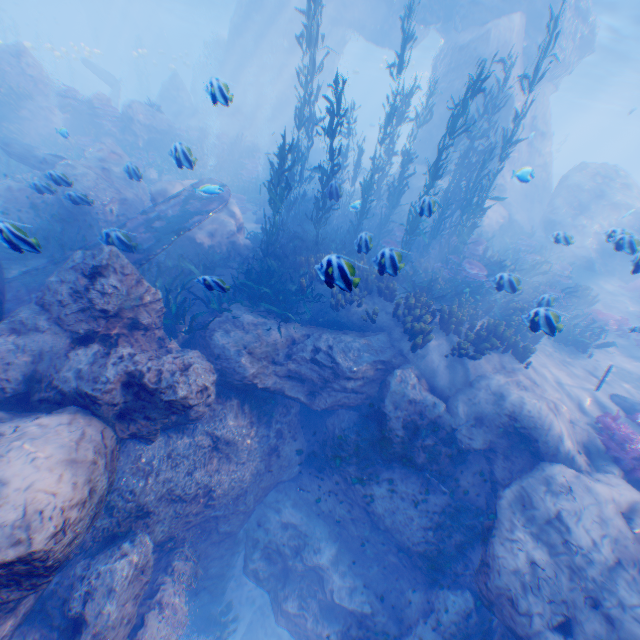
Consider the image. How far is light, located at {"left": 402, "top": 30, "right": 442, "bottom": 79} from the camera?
31.9 meters

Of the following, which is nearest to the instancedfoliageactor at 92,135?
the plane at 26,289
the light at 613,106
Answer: the plane at 26,289

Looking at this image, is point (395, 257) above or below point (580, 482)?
above

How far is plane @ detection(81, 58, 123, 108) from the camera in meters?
25.8

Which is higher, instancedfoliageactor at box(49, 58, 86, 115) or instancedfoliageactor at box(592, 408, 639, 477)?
instancedfoliageactor at box(49, 58, 86, 115)

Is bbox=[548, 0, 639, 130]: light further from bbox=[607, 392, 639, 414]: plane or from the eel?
the eel

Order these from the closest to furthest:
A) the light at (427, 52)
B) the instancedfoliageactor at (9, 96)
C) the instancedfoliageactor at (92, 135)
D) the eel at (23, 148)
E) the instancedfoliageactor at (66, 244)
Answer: the instancedfoliageactor at (66, 244) < the eel at (23, 148) < the instancedfoliageactor at (9, 96) < the instancedfoliageactor at (92, 135) < the light at (427, 52)

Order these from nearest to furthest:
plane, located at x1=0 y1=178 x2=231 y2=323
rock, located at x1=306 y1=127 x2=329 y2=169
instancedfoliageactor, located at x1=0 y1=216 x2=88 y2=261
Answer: instancedfoliageactor, located at x1=0 y1=216 x2=88 y2=261
plane, located at x1=0 y1=178 x2=231 y2=323
rock, located at x1=306 y1=127 x2=329 y2=169
